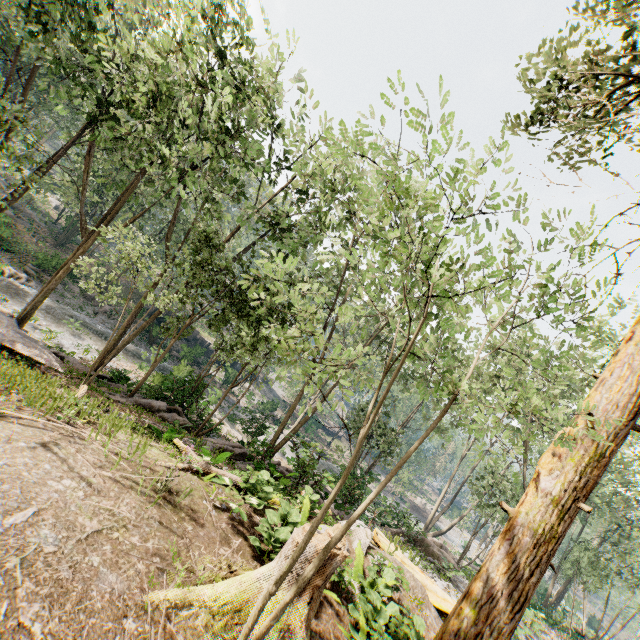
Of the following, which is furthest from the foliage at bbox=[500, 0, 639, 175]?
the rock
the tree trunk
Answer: the tree trunk

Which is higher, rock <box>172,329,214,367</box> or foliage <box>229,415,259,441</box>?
foliage <box>229,415,259,441</box>

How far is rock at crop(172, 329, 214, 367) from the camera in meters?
35.6 m

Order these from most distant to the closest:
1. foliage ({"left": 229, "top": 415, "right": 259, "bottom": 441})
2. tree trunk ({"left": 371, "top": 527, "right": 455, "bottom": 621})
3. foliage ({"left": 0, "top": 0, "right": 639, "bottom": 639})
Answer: foliage ({"left": 229, "top": 415, "right": 259, "bottom": 441})
tree trunk ({"left": 371, "top": 527, "right": 455, "bottom": 621})
foliage ({"left": 0, "top": 0, "right": 639, "bottom": 639})

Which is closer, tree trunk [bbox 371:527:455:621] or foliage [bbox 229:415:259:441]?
tree trunk [bbox 371:527:455:621]

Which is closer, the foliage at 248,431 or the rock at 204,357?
the foliage at 248,431

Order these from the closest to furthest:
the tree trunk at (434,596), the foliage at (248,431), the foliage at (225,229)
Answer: the foliage at (225,229)
the tree trunk at (434,596)
the foliage at (248,431)

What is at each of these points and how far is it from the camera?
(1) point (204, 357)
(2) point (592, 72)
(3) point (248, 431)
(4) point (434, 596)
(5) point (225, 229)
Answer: (1) rock, 44.0 meters
(2) foliage, 8.3 meters
(3) foliage, 19.4 meters
(4) tree trunk, 10.0 meters
(5) foliage, 32.2 meters
